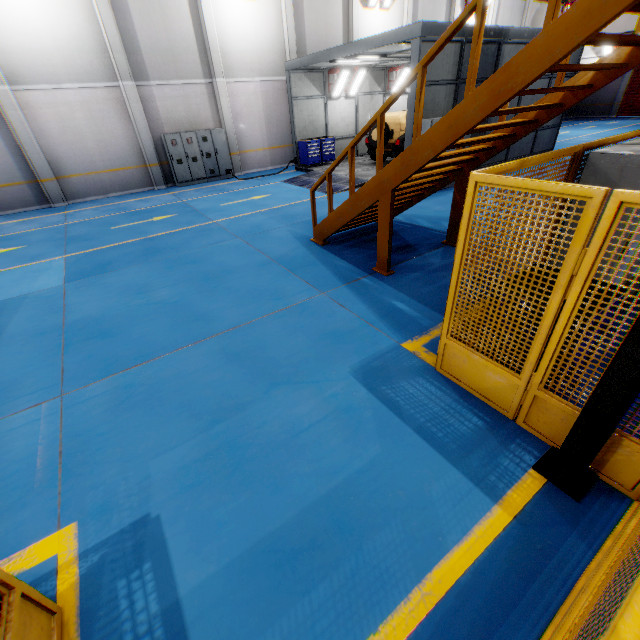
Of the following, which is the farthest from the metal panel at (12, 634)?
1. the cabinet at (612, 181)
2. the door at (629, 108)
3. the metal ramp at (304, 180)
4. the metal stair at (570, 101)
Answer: the door at (629, 108)

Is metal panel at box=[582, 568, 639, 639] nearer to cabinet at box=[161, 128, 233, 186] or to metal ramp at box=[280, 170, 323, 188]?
metal ramp at box=[280, 170, 323, 188]

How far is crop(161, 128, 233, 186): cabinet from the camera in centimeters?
1453cm

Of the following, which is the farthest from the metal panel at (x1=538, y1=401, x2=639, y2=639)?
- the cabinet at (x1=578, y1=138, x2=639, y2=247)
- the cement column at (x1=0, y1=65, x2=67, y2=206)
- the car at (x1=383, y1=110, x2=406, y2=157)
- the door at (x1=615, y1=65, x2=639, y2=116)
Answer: the cement column at (x1=0, y1=65, x2=67, y2=206)

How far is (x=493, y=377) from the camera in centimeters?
332cm

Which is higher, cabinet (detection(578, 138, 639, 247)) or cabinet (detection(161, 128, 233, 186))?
cabinet (detection(578, 138, 639, 247))

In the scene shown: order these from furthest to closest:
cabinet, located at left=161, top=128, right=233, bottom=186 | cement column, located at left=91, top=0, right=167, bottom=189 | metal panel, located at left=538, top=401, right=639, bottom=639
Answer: cabinet, located at left=161, top=128, right=233, bottom=186 → cement column, located at left=91, top=0, right=167, bottom=189 → metal panel, located at left=538, top=401, right=639, bottom=639

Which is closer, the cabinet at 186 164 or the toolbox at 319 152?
the cabinet at 186 164
